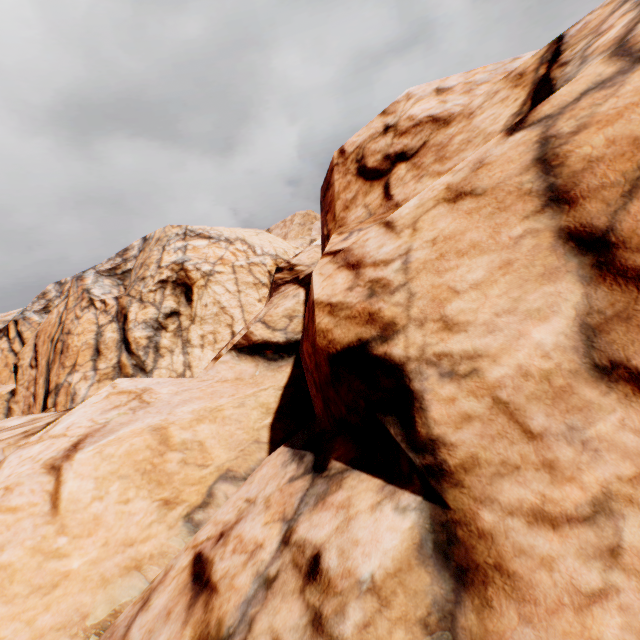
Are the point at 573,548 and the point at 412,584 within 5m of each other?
yes
